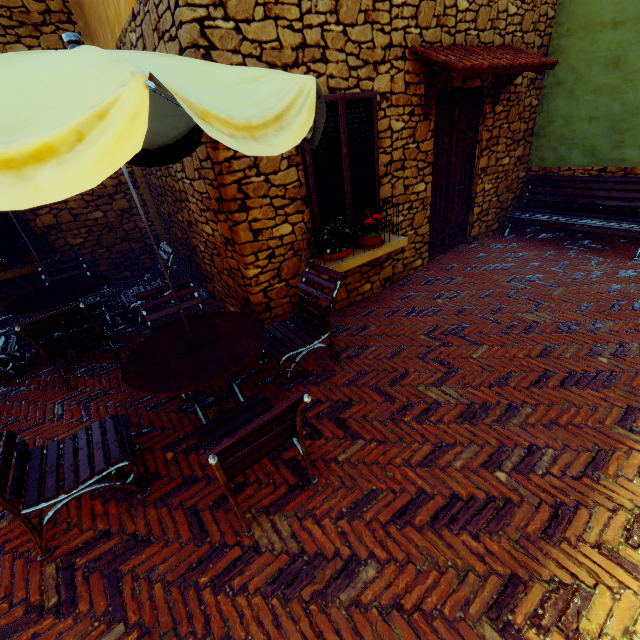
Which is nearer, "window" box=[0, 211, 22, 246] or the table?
the table

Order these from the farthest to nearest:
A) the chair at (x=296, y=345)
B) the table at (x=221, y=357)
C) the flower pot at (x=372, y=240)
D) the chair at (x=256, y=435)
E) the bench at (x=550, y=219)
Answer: the bench at (x=550, y=219), the flower pot at (x=372, y=240), the chair at (x=296, y=345), the chair at (x=256, y=435), the table at (x=221, y=357)

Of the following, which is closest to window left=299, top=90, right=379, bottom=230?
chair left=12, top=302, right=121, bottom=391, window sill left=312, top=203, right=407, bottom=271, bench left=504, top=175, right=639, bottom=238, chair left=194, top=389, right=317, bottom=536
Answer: window sill left=312, top=203, right=407, bottom=271

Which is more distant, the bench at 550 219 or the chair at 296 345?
the bench at 550 219

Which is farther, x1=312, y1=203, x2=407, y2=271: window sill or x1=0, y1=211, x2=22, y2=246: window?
x1=0, y1=211, x2=22, y2=246: window

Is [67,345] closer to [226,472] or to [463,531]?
[226,472]

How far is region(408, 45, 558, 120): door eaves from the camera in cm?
378

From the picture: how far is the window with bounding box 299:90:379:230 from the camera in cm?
362
